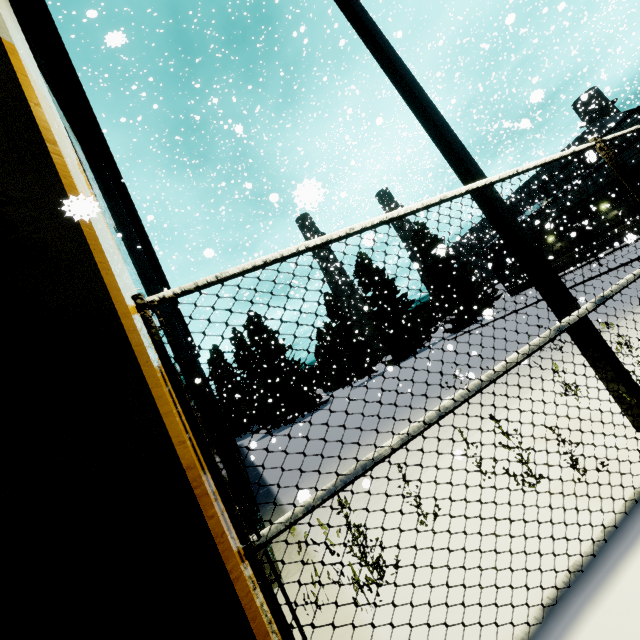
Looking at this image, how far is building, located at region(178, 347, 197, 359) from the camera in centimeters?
1123cm

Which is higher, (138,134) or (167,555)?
(138,134)

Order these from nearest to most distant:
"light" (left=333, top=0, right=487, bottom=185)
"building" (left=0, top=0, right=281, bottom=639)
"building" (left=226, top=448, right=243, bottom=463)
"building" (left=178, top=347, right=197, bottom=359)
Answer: "building" (left=0, top=0, right=281, bottom=639), "light" (left=333, top=0, right=487, bottom=185), "building" (left=226, top=448, right=243, bottom=463), "building" (left=178, top=347, right=197, bottom=359)

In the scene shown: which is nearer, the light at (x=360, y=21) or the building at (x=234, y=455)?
the light at (x=360, y=21)

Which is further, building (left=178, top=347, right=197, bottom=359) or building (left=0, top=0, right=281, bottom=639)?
building (left=178, top=347, right=197, bottom=359)

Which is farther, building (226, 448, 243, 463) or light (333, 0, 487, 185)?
building (226, 448, 243, 463)
